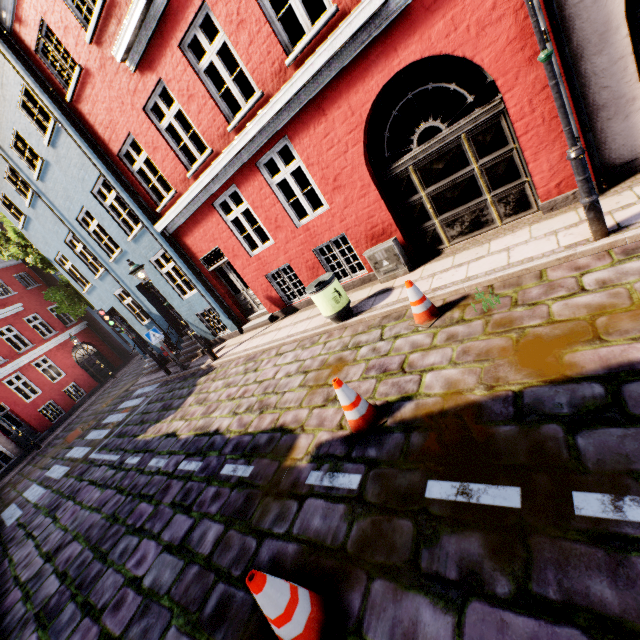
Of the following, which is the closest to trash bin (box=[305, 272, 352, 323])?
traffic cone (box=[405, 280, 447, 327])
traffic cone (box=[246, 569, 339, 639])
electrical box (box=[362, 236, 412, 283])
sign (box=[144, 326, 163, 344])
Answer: electrical box (box=[362, 236, 412, 283])

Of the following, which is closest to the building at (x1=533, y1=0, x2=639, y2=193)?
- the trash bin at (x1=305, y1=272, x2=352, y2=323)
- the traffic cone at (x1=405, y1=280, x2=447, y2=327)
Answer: the trash bin at (x1=305, y1=272, x2=352, y2=323)

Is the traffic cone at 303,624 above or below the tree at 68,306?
below

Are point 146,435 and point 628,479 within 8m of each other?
no

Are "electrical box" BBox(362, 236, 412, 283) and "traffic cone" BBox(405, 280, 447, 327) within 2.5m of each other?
yes

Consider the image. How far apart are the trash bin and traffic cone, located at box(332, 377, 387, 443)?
2.8 meters

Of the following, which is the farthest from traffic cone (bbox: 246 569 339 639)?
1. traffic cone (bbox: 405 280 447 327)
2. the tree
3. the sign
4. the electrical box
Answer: the tree

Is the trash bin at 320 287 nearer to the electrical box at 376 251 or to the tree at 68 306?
the electrical box at 376 251
